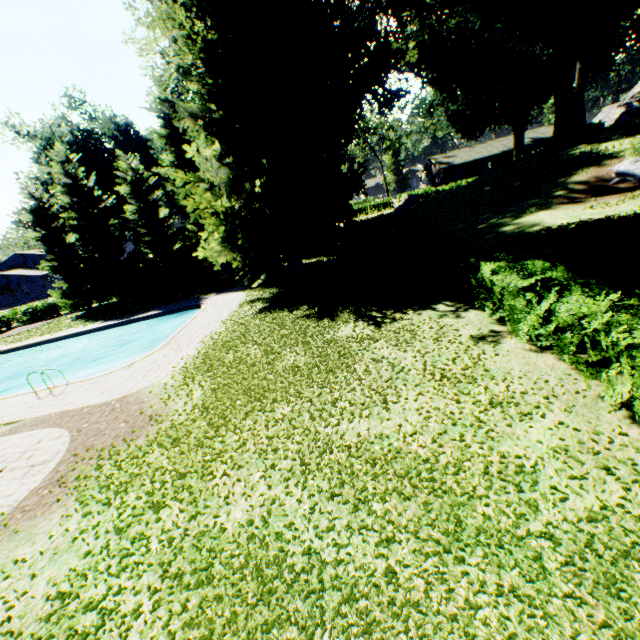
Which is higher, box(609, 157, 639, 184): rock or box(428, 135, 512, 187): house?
box(428, 135, 512, 187): house

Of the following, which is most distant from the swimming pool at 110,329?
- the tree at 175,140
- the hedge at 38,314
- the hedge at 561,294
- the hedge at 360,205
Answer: the hedge at 360,205

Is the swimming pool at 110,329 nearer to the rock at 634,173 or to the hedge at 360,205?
the rock at 634,173

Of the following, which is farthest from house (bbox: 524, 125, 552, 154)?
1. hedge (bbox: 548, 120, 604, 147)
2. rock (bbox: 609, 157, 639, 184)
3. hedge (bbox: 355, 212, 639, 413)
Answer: hedge (bbox: 355, 212, 639, 413)

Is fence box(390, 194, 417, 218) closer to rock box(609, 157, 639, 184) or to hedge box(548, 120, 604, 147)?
hedge box(548, 120, 604, 147)

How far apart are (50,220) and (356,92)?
33.9m

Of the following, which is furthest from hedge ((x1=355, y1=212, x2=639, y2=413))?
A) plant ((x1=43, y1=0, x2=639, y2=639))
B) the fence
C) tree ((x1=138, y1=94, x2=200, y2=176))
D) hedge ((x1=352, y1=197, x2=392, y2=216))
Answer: hedge ((x1=352, y1=197, x2=392, y2=216))

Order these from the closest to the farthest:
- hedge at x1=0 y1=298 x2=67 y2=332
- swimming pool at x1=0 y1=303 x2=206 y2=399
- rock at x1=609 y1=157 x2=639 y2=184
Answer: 1. swimming pool at x1=0 y1=303 x2=206 y2=399
2. rock at x1=609 y1=157 x2=639 y2=184
3. hedge at x1=0 y1=298 x2=67 y2=332
